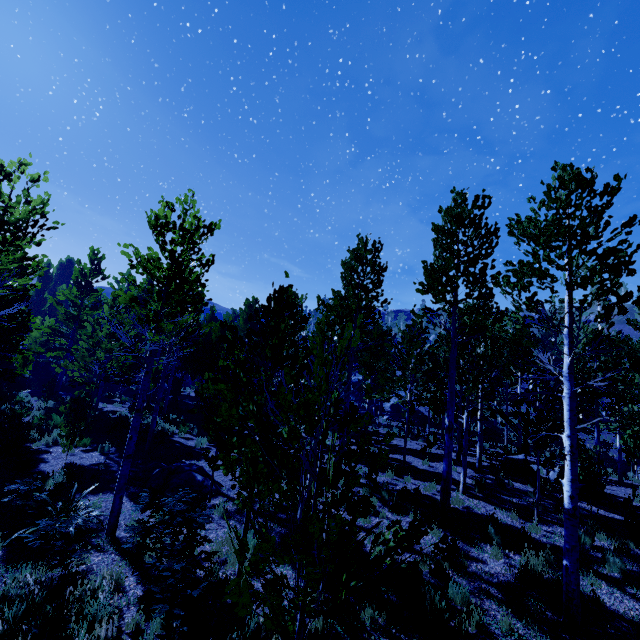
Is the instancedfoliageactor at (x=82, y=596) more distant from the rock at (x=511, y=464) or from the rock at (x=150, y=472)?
the rock at (x=150, y=472)

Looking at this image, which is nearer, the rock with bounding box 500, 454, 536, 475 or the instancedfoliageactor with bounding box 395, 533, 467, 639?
the instancedfoliageactor with bounding box 395, 533, 467, 639

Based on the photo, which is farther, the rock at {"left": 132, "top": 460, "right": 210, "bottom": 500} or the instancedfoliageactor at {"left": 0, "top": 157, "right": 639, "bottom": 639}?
the rock at {"left": 132, "top": 460, "right": 210, "bottom": 500}

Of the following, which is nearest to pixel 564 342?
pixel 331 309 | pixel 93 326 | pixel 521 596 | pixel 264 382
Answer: → pixel 521 596

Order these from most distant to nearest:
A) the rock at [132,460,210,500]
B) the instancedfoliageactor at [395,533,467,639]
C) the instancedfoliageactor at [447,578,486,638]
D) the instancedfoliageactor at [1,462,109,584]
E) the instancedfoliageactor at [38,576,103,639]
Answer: the rock at [132,460,210,500] < the instancedfoliageactor at [1,462,109,584] < the instancedfoliageactor at [447,578,486,638] < the instancedfoliageactor at [38,576,103,639] < the instancedfoliageactor at [395,533,467,639]

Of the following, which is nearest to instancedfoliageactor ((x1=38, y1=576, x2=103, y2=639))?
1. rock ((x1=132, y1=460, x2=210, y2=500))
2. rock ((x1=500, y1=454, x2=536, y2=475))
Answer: rock ((x1=500, y1=454, x2=536, y2=475))

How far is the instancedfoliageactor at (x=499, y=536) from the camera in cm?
762
